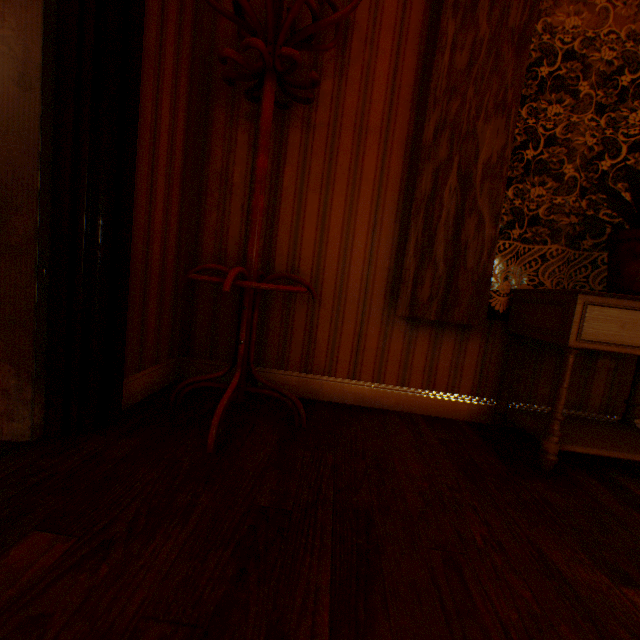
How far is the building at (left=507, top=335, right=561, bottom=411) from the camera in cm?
201

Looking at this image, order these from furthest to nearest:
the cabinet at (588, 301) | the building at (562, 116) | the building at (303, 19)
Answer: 1. the building at (303, 19)
2. the cabinet at (588, 301)
3. the building at (562, 116)

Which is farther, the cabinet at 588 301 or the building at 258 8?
the building at 258 8

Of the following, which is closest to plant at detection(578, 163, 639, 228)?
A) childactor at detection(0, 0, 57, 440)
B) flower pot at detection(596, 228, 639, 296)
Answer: flower pot at detection(596, 228, 639, 296)

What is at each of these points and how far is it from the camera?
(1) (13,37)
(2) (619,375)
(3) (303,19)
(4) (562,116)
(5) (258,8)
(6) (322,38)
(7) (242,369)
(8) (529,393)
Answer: (1) childactor, 1.1m
(2) building, 2.0m
(3) building, 1.9m
(4) building, 2.0m
(5) building, 1.9m
(6) building, 1.9m
(7) coat rack, 1.7m
(8) building, 2.0m

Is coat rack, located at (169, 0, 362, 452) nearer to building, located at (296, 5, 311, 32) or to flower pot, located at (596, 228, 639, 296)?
building, located at (296, 5, 311, 32)
